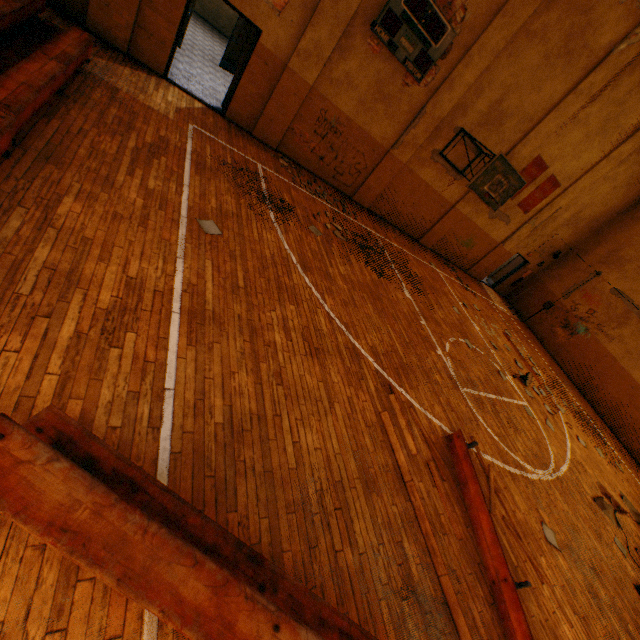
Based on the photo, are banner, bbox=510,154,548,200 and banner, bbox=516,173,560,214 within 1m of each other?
yes

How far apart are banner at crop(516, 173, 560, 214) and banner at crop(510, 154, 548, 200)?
0.3m

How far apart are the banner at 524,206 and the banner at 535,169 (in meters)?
0.34

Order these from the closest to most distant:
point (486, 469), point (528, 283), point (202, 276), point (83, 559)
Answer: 1. point (83, 559)
2. point (202, 276)
3. point (486, 469)
4. point (528, 283)

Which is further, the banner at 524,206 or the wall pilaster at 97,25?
the banner at 524,206

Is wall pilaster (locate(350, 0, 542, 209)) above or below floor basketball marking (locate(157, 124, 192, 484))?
above

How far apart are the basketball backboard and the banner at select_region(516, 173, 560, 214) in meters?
3.5 m

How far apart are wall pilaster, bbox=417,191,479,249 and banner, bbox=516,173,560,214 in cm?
175
